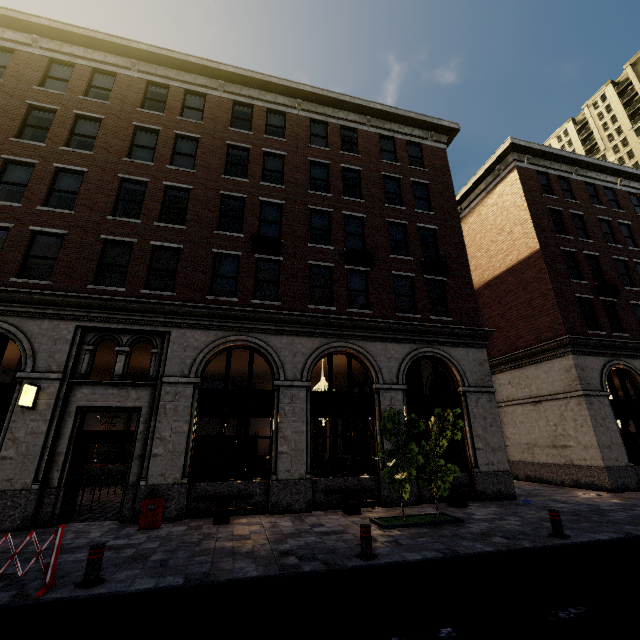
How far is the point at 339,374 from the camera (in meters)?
23.19

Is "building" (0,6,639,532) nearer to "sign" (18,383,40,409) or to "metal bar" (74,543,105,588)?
"sign" (18,383,40,409)

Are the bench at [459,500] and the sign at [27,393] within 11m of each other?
no

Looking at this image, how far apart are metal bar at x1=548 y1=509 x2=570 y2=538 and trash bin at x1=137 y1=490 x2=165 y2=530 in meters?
10.1

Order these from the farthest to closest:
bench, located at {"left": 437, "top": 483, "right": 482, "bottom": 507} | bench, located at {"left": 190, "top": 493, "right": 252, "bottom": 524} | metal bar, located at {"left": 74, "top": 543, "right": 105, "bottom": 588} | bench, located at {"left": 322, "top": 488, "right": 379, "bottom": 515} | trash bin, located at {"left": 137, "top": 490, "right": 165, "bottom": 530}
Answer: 1. bench, located at {"left": 437, "top": 483, "right": 482, "bottom": 507}
2. bench, located at {"left": 322, "top": 488, "right": 379, "bottom": 515}
3. bench, located at {"left": 190, "top": 493, "right": 252, "bottom": 524}
4. trash bin, located at {"left": 137, "top": 490, "right": 165, "bottom": 530}
5. metal bar, located at {"left": 74, "top": 543, "right": 105, "bottom": 588}

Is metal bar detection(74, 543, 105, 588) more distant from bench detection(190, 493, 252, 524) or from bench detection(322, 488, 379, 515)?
bench detection(322, 488, 379, 515)

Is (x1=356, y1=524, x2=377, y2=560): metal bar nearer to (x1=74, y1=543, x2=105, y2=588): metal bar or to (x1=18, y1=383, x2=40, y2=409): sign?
(x1=74, y1=543, x2=105, y2=588): metal bar

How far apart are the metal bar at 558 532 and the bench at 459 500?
3.52m
